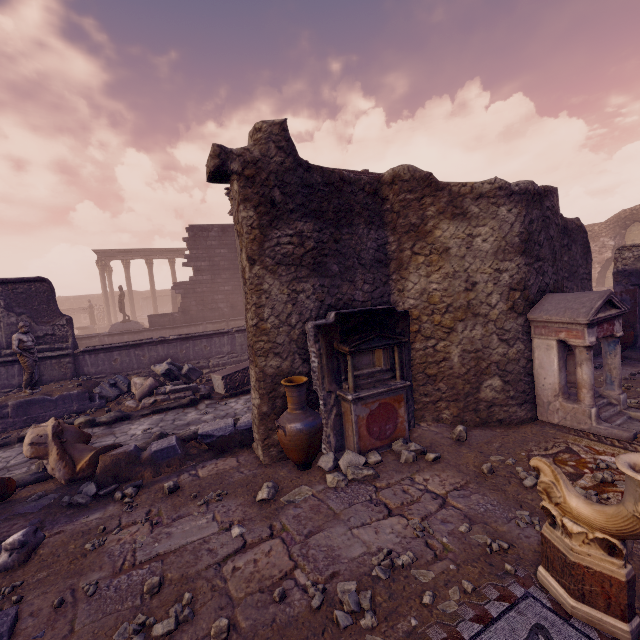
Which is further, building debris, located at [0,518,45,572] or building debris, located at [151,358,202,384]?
building debris, located at [151,358,202,384]

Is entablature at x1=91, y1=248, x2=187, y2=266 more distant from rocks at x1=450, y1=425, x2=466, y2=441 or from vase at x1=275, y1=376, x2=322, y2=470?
rocks at x1=450, y1=425, x2=466, y2=441

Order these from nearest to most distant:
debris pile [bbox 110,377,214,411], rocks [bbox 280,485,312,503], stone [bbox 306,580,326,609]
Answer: stone [bbox 306,580,326,609]
rocks [bbox 280,485,312,503]
debris pile [bbox 110,377,214,411]

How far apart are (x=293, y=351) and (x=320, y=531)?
2.4m

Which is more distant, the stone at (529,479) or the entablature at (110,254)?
the entablature at (110,254)

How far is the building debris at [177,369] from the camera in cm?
998

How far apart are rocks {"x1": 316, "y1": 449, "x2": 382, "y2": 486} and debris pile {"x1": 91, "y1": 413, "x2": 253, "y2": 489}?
1.4m

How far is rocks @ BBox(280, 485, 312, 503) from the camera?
4.0 meters
